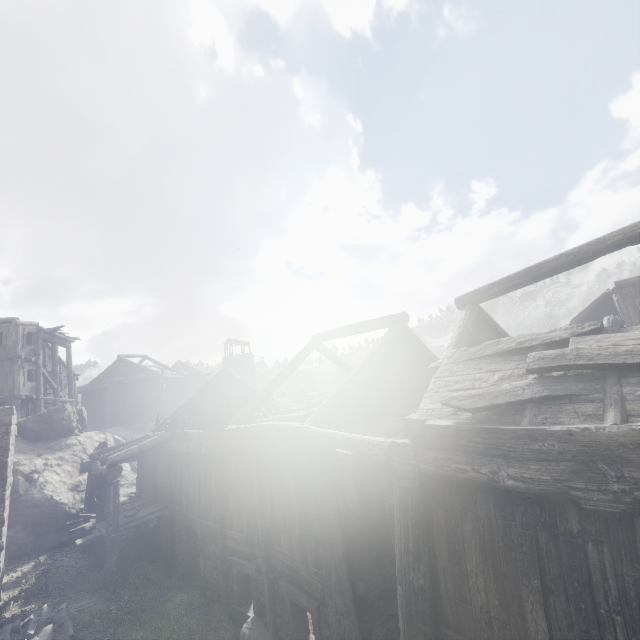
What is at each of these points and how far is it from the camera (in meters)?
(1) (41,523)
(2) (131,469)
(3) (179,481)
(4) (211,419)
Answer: (1) rock, 15.62
(2) rock, 23.42
(3) building, 12.67
(4) broken furniture, 13.03

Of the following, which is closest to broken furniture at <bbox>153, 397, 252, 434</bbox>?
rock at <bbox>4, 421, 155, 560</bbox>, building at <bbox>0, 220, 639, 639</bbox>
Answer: building at <bbox>0, 220, 639, 639</bbox>

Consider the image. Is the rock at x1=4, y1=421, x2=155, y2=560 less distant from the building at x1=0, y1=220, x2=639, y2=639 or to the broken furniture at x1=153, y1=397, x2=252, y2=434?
the building at x1=0, y1=220, x2=639, y2=639

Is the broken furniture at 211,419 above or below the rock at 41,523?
above

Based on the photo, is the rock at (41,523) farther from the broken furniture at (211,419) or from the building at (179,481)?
the broken furniture at (211,419)

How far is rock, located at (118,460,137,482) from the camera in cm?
2150

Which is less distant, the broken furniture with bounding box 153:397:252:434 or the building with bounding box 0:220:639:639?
the building with bounding box 0:220:639:639
